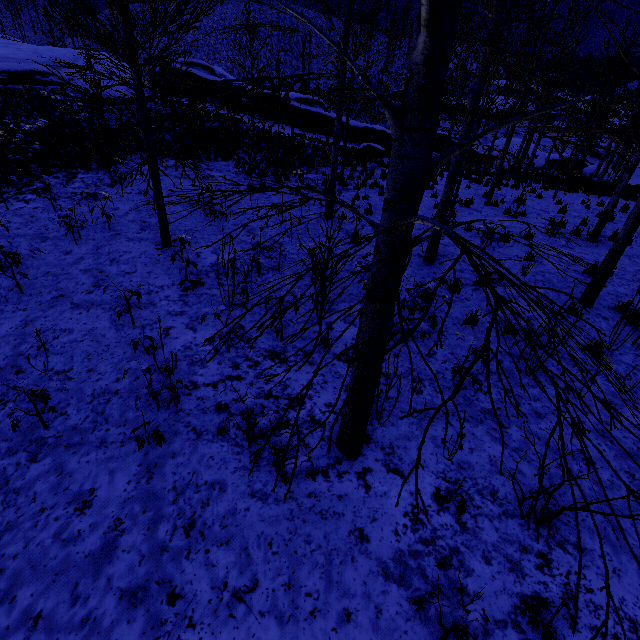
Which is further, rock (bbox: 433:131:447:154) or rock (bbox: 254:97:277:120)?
rock (bbox: 433:131:447:154)

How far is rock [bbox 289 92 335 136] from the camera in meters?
25.7

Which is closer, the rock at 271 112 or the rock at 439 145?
the rock at 271 112

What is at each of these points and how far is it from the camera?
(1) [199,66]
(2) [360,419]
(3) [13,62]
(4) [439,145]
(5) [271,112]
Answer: (1) rock, 29.84m
(2) instancedfoliageactor, 3.58m
(3) rock, 23.52m
(4) rock, 33.25m
(5) rock, 26.30m

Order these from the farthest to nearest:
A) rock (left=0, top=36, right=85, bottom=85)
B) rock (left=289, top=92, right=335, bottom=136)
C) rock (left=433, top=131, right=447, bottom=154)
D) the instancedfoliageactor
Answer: rock (left=433, top=131, right=447, bottom=154)
rock (left=289, top=92, right=335, bottom=136)
rock (left=0, top=36, right=85, bottom=85)
the instancedfoliageactor

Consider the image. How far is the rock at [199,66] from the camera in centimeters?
2827cm

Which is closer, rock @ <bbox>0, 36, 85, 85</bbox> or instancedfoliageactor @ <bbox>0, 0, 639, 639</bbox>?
instancedfoliageactor @ <bbox>0, 0, 639, 639</bbox>

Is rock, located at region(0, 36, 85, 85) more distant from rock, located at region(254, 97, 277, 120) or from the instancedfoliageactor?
the instancedfoliageactor
